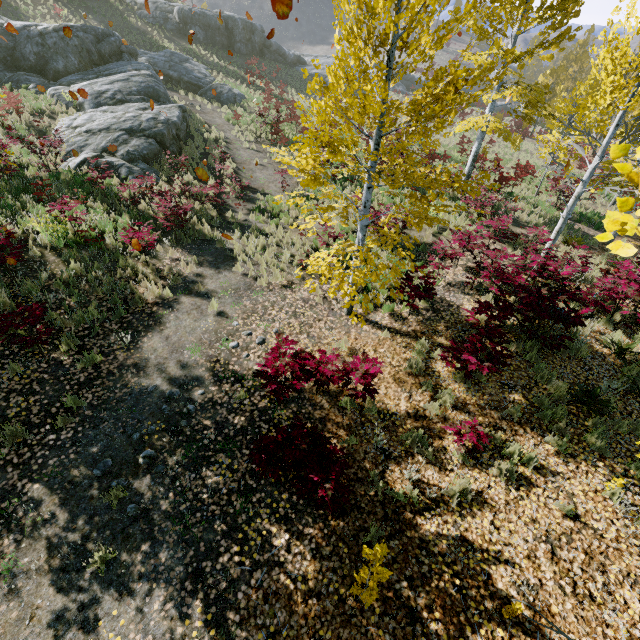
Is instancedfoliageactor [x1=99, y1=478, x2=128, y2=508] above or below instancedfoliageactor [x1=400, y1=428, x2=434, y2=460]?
below

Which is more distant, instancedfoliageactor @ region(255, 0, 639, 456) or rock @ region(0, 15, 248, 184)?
rock @ region(0, 15, 248, 184)

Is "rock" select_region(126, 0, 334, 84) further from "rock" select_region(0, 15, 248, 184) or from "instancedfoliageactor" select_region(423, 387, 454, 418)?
"instancedfoliageactor" select_region(423, 387, 454, 418)

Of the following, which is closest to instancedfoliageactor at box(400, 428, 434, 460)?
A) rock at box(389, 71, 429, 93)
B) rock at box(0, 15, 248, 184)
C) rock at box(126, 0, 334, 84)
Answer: rock at box(0, 15, 248, 184)

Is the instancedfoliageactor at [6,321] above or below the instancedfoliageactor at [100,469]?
above

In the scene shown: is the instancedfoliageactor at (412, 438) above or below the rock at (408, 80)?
below

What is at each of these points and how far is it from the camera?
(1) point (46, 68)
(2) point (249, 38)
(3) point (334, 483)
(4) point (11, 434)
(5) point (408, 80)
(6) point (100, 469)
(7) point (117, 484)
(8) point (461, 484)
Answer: (1) rock, 18.7 meters
(2) rock, 35.0 meters
(3) instancedfoliageactor, 4.3 meters
(4) instancedfoliageactor, 4.9 meters
(5) rock, 49.3 meters
(6) instancedfoliageactor, 4.9 meters
(7) instancedfoliageactor, 4.7 meters
(8) instancedfoliageactor, 4.9 meters

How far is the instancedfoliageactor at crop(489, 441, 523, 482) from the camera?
5.1 meters
